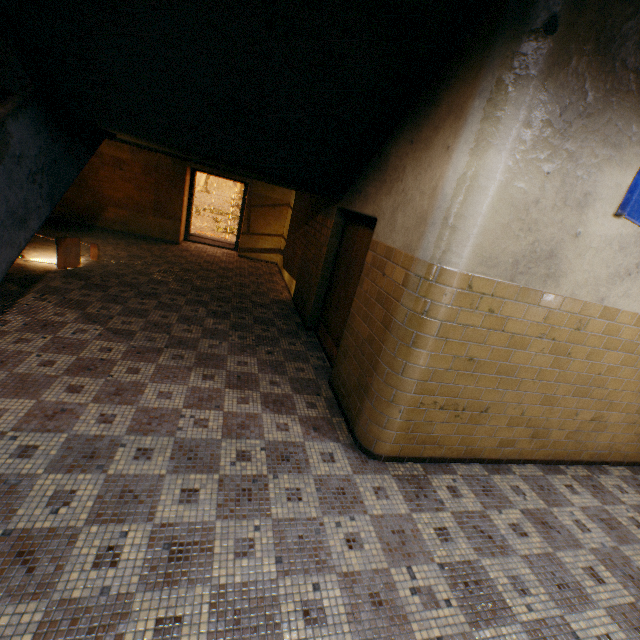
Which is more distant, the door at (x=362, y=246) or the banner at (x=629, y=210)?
the door at (x=362, y=246)

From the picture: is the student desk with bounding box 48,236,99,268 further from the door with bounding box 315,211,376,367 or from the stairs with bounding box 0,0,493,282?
the door with bounding box 315,211,376,367

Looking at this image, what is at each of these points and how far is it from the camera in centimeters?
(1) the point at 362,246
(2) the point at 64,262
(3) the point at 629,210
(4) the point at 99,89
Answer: (1) door, 436cm
(2) student desk, 569cm
(3) banner, 268cm
(4) stairs, 341cm

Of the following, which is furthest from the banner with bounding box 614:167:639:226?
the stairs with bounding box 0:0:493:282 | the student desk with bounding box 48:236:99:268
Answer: the student desk with bounding box 48:236:99:268

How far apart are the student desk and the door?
4.5 meters

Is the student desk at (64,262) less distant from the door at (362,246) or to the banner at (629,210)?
the door at (362,246)

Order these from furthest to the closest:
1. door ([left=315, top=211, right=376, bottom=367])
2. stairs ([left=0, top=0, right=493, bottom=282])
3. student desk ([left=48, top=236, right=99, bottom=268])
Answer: student desk ([left=48, top=236, right=99, bottom=268]) → door ([left=315, top=211, right=376, bottom=367]) → stairs ([left=0, top=0, right=493, bottom=282])

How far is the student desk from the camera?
5.6 meters
